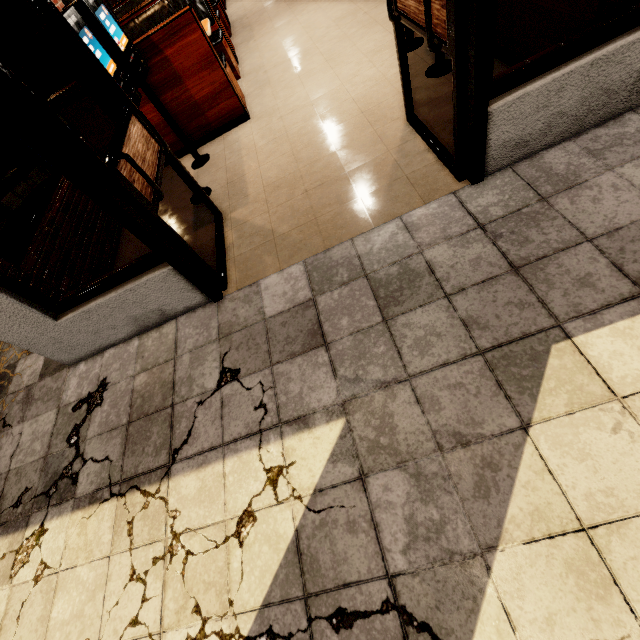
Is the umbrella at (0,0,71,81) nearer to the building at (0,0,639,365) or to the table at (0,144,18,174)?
the building at (0,0,639,365)

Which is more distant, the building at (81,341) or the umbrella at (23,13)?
the umbrella at (23,13)

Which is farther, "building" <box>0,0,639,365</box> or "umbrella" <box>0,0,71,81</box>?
"umbrella" <box>0,0,71,81</box>

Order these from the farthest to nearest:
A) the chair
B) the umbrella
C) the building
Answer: the chair < the umbrella < the building

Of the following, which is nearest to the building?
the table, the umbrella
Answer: the umbrella

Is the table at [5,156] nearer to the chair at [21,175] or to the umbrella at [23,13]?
the chair at [21,175]

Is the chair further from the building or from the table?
the building

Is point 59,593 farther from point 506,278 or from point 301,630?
point 506,278
